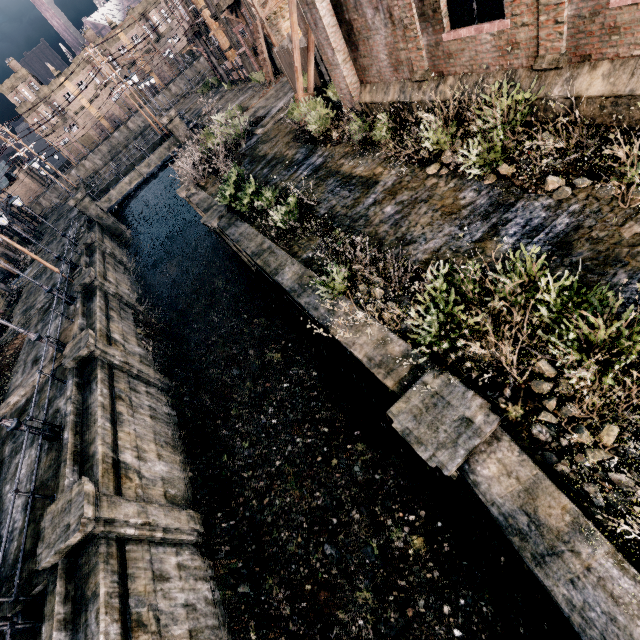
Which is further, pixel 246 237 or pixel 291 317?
pixel 291 317

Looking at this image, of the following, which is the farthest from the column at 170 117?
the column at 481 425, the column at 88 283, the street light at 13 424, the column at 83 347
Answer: the column at 481 425

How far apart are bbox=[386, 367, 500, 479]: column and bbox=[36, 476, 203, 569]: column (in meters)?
8.65

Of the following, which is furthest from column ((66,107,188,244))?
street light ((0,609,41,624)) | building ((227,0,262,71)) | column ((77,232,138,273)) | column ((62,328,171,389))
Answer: street light ((0,609,41,624))

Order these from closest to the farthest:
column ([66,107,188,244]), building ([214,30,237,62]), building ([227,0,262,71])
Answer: building ([227,0,262,71]) < column ([66,107,188,244]) < building ([214,30,237,62])

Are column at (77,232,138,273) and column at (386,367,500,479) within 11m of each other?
no

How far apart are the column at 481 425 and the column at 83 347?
14.84m

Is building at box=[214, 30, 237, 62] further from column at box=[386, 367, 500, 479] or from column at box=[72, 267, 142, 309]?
column at box=[386, 367, 500, 479]
